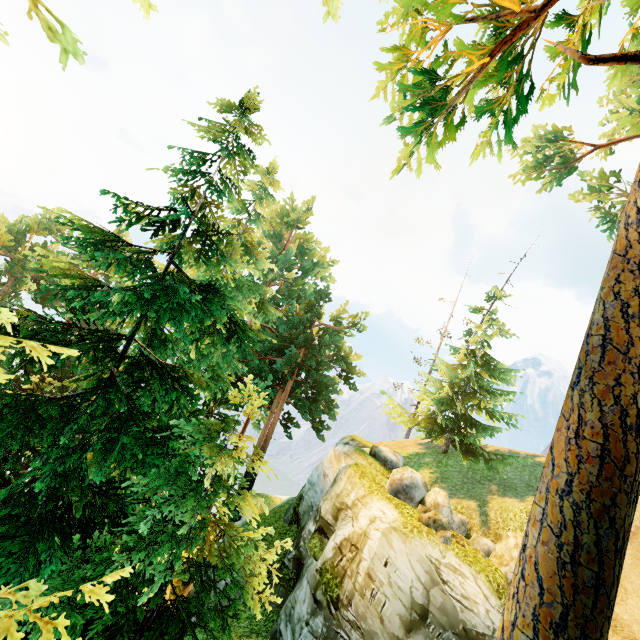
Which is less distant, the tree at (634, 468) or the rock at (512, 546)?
the tree at (634, 468)

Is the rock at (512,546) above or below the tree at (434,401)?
below

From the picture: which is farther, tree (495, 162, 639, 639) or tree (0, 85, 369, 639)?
tree (0, 85, 369, 639)

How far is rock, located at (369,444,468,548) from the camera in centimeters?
1156cm

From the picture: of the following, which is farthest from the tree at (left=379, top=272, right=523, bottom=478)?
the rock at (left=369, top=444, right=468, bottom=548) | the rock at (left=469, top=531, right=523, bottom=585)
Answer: the rock at (left=469, top=531, right=523, bottom=585)

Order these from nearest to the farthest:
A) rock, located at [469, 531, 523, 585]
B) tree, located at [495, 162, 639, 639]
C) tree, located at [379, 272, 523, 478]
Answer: tree, located at [495, 162, 639, 639]
rock, located at [469, 531, 523, 585]
tree, located at [379, 272, 523, 478]

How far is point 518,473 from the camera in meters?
16.6
